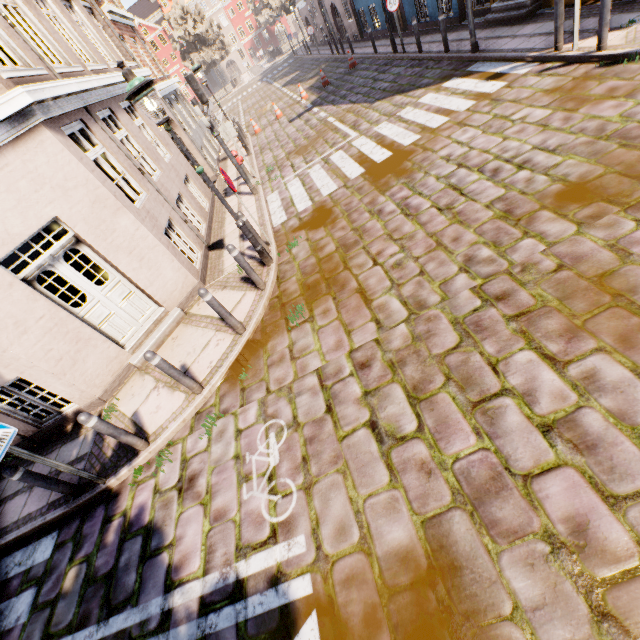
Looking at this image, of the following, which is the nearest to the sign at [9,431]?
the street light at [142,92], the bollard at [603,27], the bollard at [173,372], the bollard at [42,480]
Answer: the bollard at [42,480]

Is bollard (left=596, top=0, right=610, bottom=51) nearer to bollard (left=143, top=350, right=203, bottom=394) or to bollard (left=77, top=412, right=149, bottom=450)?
bollard (left=143, top=350, right=203, bottom=394)

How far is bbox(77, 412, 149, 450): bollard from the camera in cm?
438

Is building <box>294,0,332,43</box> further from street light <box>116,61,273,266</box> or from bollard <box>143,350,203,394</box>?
bollard <box>143,350,203,394</box>

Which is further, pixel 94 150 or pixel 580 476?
pixel 94 150

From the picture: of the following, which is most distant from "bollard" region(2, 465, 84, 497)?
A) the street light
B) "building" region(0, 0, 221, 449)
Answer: the street light

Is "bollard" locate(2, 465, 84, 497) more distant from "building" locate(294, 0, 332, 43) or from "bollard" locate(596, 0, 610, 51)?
"bollard" locate(596, 0, 610, 51)

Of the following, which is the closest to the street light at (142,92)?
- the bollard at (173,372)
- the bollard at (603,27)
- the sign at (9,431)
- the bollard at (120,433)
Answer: the bollard at (173,372)
